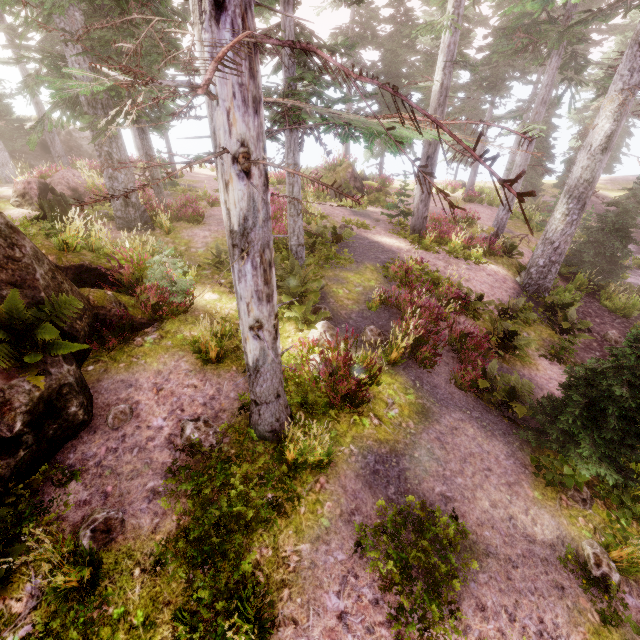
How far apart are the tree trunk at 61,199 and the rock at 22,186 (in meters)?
1.60

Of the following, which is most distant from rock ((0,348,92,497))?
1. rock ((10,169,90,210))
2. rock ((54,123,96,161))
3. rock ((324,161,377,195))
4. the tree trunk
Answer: rock ((54,123,96,161))

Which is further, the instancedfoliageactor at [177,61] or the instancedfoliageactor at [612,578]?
the instancedfoliageactor at [612,578]

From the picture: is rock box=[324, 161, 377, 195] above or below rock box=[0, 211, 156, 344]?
below

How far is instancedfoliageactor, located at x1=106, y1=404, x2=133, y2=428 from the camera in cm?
592

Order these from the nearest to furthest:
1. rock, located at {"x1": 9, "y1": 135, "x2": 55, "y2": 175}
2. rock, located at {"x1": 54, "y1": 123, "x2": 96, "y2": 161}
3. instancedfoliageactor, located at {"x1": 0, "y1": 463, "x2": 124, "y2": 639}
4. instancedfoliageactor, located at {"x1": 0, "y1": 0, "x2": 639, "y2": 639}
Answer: instancedfoliageactor, located at {"x1": 0, "y1": 0, "x2": 639, "y2": 639} → instancedfoliageactor, located at {"x1": 0, "y1": 463, "x2": 124, "y2": 639} → rock, located at {"x1": 9, "y1": 135, "x2": 55, "y2": 175} → rock, located at {"x1": 54, "y1": 123, "x2": 96, "y2": 161}

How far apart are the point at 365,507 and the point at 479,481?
2.5 meters

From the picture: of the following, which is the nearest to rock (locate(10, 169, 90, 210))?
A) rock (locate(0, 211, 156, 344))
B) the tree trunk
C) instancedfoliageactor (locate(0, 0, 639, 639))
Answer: instancedfoliageactor (locate(0, 0, 639, 639))
